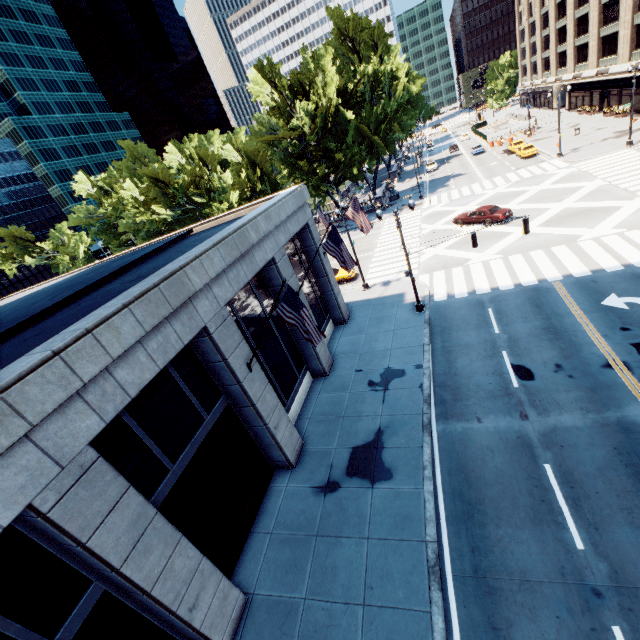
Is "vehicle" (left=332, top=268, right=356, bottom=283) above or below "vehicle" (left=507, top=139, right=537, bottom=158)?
below

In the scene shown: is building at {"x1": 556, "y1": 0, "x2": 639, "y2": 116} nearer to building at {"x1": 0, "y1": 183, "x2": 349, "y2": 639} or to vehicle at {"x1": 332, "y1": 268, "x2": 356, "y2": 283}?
vehicle at {"x1": 332, "y1": 268, "x2": 356, "y2": 283}

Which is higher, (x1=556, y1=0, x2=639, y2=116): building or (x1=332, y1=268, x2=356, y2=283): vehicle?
(x1=556, y1=0, x2=639, y2=116): building

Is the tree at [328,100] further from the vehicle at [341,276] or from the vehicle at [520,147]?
the vehicle at [520,147]

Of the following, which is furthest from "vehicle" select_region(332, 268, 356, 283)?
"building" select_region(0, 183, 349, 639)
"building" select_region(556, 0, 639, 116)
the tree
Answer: "building" select_region(556, 0, 639, 116)

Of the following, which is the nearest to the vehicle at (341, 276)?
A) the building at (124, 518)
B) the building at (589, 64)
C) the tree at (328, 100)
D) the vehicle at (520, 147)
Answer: the building at (124, 518)

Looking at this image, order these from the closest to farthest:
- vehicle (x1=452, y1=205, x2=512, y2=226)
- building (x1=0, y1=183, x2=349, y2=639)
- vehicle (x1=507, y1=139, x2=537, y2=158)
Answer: building (x1=0, y1=183, x2=349, y2=639) < vehicle (x1=452, y1=205, x2=512, y2=226) < vehicle (x1=507, y1=139, x2=537, y2=158)

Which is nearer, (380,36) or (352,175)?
(352,175)
